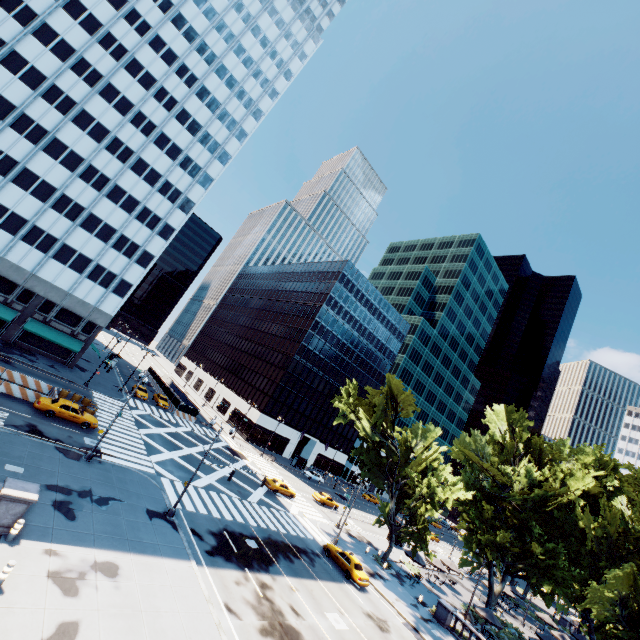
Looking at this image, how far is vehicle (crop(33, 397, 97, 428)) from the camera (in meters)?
27.69

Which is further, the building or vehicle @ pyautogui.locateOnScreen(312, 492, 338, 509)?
vehicle @ pyautogui.locateOnScreen(312, 492, 338, 509)

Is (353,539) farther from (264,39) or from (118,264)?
(264,39)

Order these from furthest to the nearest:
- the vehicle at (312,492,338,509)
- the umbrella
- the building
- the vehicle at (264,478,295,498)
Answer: the vehicle at (312,492,338,509) → the vehicle at (264,478,295,498) → the building → the umbrella

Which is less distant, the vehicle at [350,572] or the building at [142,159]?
the vehicle at [350,572]

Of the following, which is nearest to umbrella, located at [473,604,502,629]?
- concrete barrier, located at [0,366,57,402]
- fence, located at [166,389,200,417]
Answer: fence, located at [166,389,200,417]

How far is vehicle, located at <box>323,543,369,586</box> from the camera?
28.86m

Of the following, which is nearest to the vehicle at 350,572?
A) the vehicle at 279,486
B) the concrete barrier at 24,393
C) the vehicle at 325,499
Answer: the vehicle at 279,486
